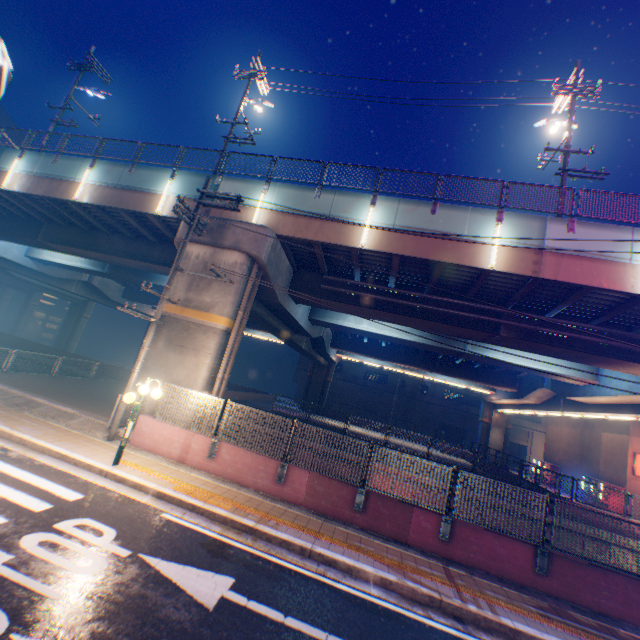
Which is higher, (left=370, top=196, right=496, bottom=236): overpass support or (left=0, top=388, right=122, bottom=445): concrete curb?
(left=370, top=196, right=496, bottom=236): overpass support

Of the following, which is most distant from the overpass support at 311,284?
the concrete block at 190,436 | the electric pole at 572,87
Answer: the electric pole at 572,87

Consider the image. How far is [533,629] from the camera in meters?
6.2 m

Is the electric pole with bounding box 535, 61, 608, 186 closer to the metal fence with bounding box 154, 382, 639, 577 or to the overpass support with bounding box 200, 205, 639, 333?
the overpass support with bounding box 200, 205, 639, 333

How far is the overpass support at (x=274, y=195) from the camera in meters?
13.8 m

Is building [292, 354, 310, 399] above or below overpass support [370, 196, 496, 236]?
below

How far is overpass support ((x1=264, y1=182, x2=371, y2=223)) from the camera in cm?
1375

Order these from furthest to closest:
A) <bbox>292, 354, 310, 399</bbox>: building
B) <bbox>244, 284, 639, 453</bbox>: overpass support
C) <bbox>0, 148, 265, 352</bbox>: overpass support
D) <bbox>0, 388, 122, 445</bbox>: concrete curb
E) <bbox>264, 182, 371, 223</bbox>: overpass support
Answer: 1. <bbox>292, 354, 310, 399</bbox>: building
2. <bbox>244, 284, 639, 453</bbox>: overpass support
3. <bbox>0, 148, 265, 352</bbox>: overpass support
4. <bbox>264, 182, 371, 223</bbox>: overpass support
5. <bbox>0, 388, 122, 445</bbox>: concrete curb
